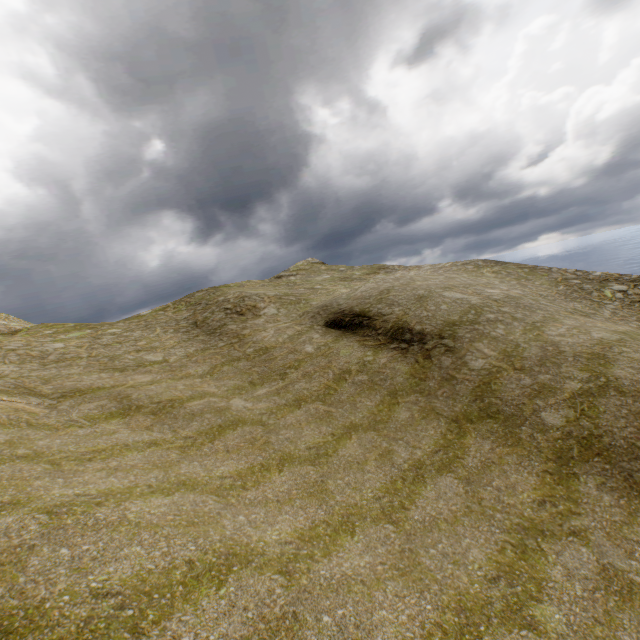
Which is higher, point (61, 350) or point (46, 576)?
point (61, 350)
